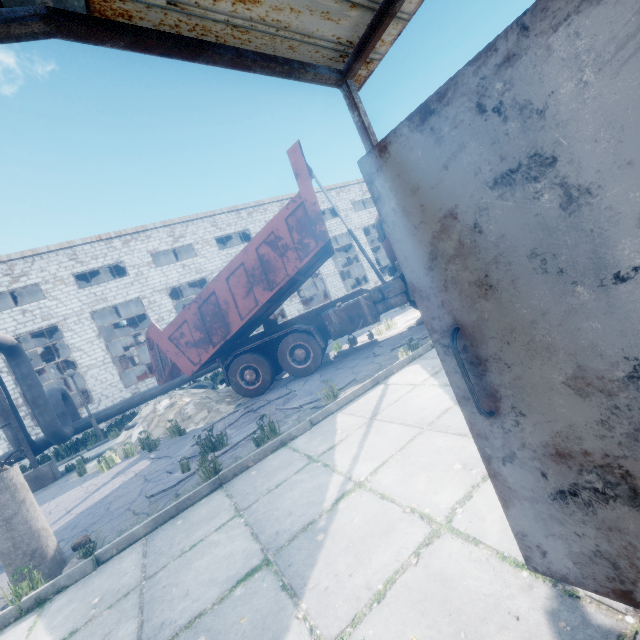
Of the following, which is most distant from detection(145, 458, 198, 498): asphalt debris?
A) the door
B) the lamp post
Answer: → the door

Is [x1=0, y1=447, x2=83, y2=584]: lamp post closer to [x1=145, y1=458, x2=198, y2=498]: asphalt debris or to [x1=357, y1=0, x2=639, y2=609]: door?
[x1=145, y1=458, x2=198, y2=498]: asphalt debris

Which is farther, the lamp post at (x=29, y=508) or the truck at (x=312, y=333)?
the truck at (x=312, y=333)

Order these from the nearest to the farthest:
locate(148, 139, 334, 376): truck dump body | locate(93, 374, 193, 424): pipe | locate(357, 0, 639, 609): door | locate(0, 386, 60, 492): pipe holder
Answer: locate(357, 0, 639, 609): door, locate(148, 139, 334, 376): truck dump body, locate(0, 386, 60, 492): pipe holder, locate(93, 374, 193, 424): pipe

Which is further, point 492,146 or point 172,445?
point 172,445

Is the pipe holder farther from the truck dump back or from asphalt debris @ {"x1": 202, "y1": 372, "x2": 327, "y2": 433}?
the truck dump back

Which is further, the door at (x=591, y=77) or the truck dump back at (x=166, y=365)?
the truck dump back at (x=166, y=365)

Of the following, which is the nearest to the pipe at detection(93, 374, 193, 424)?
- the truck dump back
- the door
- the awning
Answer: the awning
